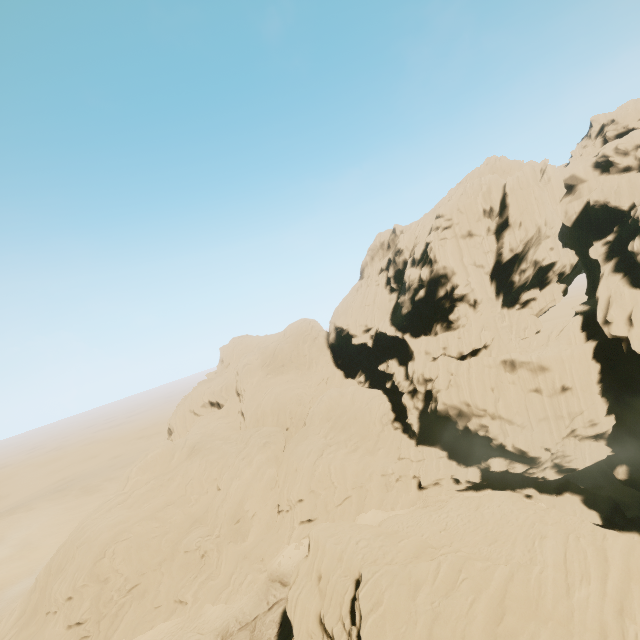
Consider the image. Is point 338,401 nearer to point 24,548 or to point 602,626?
point 602,626

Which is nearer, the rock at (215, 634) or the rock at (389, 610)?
the rock at (389, 610)

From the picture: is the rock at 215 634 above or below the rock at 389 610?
below

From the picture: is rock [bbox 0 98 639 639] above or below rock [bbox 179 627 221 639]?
above

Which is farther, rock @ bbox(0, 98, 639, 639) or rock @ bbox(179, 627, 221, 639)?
rock @ bbox(179, 627, 221, 639)
